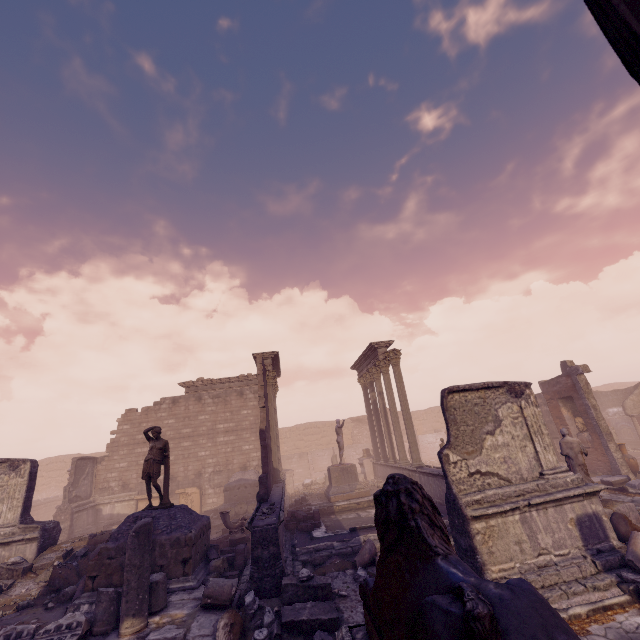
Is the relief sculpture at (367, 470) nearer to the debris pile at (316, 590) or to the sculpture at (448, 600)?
the debris pile at (316, 590)

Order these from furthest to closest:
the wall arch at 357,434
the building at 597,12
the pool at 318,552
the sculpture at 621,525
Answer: the wall arch at 357,434
the pool at 318,552
the sculpture at 621,525
the building at 597,12

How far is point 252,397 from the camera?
21.62m

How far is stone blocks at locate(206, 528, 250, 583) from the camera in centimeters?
830cm

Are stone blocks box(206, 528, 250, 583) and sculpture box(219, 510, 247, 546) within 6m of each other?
yes

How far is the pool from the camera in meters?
8.8 m

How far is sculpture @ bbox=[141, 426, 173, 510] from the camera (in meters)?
8.92

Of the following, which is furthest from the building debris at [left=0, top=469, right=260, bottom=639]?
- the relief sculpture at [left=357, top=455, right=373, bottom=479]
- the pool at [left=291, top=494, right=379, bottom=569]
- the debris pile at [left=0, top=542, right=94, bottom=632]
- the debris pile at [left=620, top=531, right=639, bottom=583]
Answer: the relief sculpture at [left=357, top=455, right=373, bottom=479]
